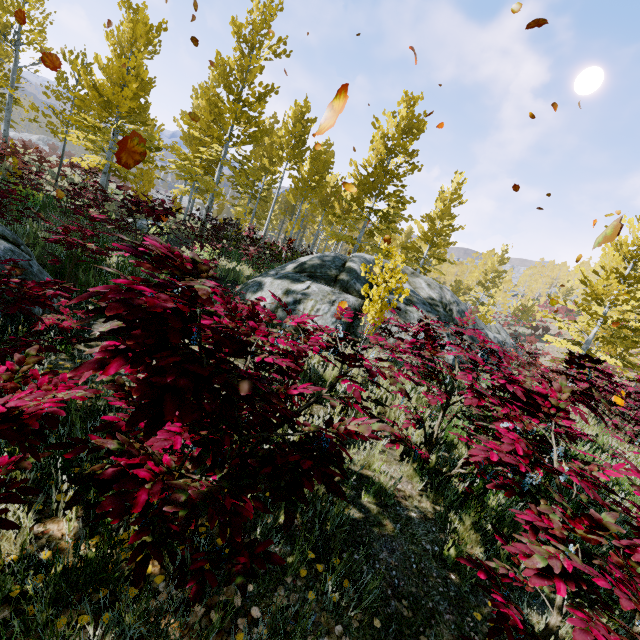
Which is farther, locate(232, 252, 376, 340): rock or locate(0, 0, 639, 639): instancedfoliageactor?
locate(232, 252, 376, 340): rock

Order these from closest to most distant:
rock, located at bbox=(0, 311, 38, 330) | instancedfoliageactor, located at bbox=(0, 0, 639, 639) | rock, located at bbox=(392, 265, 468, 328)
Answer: instancedfoliageactor, located at bbox=(0, 0, 639, 639) → rock, located at bbox=(0, 311, 38, 330) → rock, located at bbox=(392, 265, 468, 328)

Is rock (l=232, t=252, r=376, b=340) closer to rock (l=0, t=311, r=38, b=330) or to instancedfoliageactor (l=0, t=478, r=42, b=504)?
instancedfoliageactor (l=0, t=478, r=42, b=504)

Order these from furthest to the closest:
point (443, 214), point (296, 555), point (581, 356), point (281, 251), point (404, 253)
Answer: point (404, 253) < point (443, 214) < point (281, 251) < point (581, 356) < point (296, 555)

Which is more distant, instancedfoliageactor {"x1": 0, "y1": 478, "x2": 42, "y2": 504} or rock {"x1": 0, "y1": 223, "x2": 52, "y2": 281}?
rock {"x1": 0, "y1": 223, "x2": 52, "y2": 281}

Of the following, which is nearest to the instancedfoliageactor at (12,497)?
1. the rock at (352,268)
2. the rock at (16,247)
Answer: the rock at (352,268)

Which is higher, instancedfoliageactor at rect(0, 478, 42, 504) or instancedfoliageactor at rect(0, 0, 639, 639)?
instancedfoliageactor at rect(0, 0, 639, 639)

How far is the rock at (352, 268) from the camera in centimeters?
699cm
